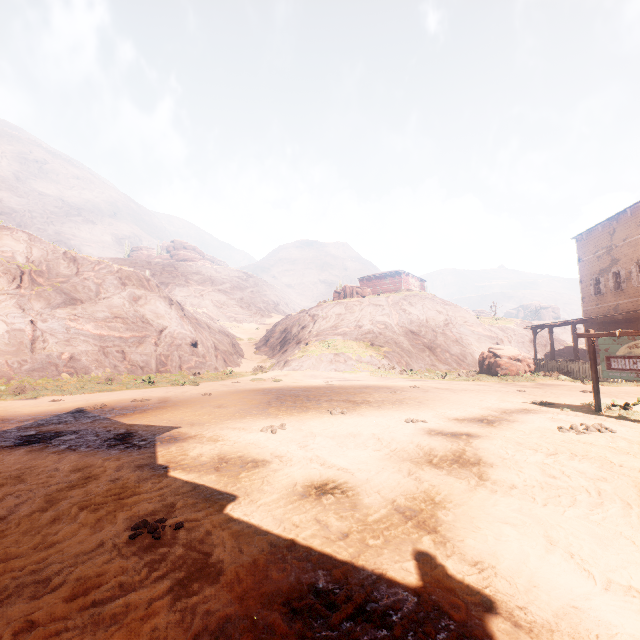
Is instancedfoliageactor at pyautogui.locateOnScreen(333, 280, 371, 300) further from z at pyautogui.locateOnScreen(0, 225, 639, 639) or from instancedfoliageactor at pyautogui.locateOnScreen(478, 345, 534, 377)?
instancedfoliageactor at pyautogui.locateOnScreen(478, 345, 534, 377)

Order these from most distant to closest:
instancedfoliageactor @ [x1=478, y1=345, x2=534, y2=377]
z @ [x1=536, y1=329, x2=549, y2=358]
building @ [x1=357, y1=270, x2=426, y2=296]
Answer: building @ [x1=357, y1=270, x2=426, y2=296] < z @ [x1=536, y1=329, x2=549, y2=358] < instancedfoliageactor @ [x1=478, y1=345, x2=534, y2=377]

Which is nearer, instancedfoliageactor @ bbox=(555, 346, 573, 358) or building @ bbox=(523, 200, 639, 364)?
building @ bbox=(523, 200, 639, 364)

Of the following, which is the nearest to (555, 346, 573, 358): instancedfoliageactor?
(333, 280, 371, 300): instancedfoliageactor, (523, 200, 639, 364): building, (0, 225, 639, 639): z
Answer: (0, 225, 639, 639): z

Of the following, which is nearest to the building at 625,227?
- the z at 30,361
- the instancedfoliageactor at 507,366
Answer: the z at 30,361

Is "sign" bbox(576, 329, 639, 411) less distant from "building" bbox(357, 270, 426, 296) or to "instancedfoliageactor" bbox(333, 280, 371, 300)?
"building" bbox(357, 270, 426, 296)

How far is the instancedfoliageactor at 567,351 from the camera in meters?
31.4

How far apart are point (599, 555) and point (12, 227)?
40.0m
